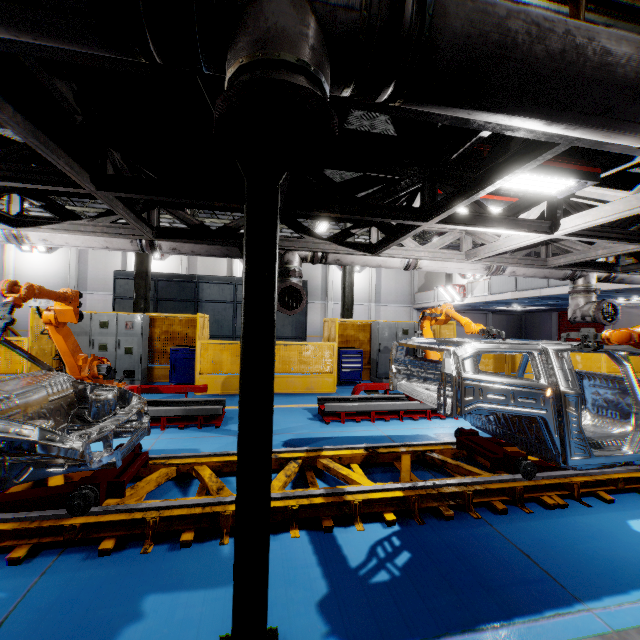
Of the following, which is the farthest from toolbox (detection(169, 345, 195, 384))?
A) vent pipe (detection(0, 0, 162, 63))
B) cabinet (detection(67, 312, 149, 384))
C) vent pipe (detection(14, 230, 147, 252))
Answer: vent pipe (detection(0, 0, 162, 63))

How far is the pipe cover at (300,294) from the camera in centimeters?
564cm

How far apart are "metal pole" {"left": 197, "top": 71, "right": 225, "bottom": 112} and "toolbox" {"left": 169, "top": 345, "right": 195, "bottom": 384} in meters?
8.3 m

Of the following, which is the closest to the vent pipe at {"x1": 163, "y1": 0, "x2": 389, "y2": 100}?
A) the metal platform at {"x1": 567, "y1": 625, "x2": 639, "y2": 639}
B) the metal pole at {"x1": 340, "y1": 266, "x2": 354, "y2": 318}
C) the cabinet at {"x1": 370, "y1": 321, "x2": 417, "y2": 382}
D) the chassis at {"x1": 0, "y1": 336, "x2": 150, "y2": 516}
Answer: the chassis at {"x1": 0, "y1": 336, "x2": 150, "y2": 516}

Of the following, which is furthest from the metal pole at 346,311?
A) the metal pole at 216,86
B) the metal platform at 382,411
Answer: the metal pole at 216,86

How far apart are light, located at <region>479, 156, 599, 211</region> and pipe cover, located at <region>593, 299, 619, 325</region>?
4.09m

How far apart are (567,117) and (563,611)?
3.3m

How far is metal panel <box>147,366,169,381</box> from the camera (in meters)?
10.48
